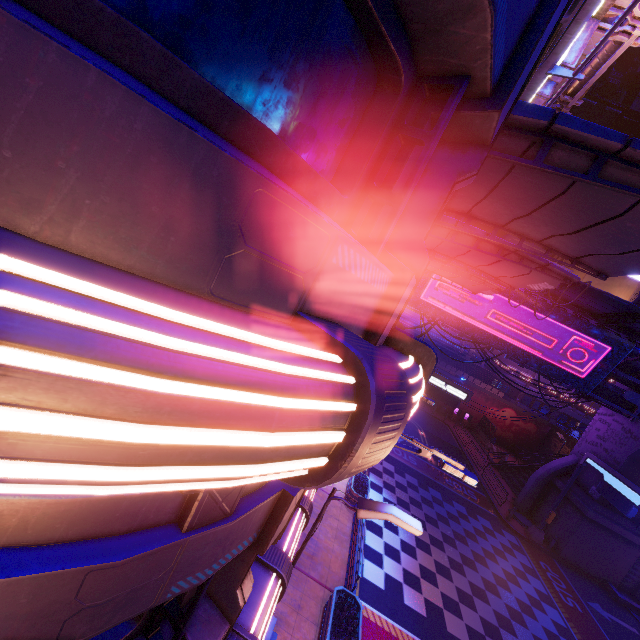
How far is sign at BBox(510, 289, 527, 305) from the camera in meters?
21.4

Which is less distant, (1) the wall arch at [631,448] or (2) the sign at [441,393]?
(1) the wall arch at [631,448]

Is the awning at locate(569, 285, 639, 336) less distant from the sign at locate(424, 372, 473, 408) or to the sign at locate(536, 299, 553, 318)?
the sign at locate(536, 299, 553, 318)

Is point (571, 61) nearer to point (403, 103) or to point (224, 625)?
point (403, 103)

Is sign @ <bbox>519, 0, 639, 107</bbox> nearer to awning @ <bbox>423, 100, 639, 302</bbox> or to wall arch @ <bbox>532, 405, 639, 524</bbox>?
awning @ <bbox>423, 100, 639, 302</bbox>

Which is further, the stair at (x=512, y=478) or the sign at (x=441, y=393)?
the stair at (x=512, y=478)

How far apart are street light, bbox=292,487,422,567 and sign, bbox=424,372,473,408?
16.28m

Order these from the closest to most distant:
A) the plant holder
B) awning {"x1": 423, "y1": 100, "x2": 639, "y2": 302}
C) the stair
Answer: awning {"x1": 423, "y1": 100, "x2": 639, "y2": 302}
the plant holder
the stair
